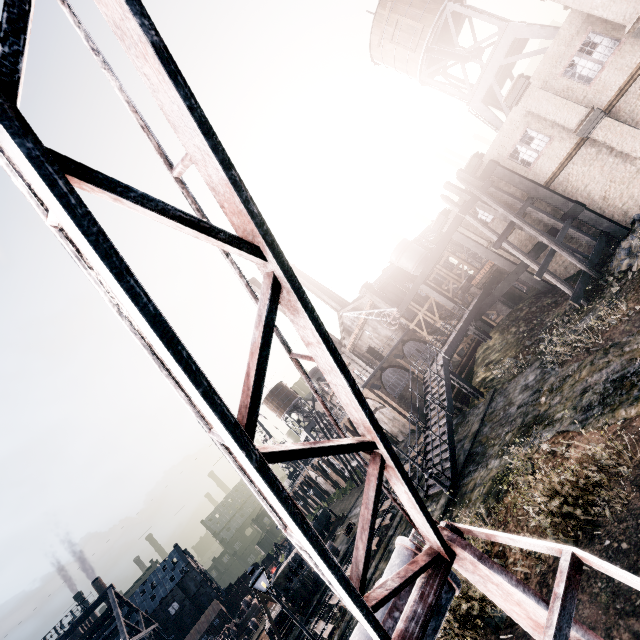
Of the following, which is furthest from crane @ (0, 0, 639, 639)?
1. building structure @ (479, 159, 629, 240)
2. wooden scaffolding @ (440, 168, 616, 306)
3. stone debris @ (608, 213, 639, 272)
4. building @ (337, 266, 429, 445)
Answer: building @ (337, 266, 429, 445)

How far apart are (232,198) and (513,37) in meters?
36.1 m

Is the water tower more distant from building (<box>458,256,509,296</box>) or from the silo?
the silo

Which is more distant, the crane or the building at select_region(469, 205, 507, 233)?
the building at select_region(469, 205, 507, 233)

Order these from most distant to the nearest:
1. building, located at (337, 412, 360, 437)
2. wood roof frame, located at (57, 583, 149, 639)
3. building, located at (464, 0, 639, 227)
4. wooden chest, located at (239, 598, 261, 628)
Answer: wood roof frame, located at (57, 583, 149, 639) → wooden chest, located at (239, 598, 261, 628) → building, located at (337, 412, 360, 437) → building, located at (464, 0, 639, 227)

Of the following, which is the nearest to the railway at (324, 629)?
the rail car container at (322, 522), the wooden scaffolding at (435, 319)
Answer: the wooden scaffolding at (435, 319)

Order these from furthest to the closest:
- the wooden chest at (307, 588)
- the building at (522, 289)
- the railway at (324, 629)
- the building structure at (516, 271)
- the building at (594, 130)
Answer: the building at (522, 289), the wooden chest at (307, 588), the building structure at (516, 271), the railway at (324, 629), the building at (594, 130)

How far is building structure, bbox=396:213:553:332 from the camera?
24.7m
